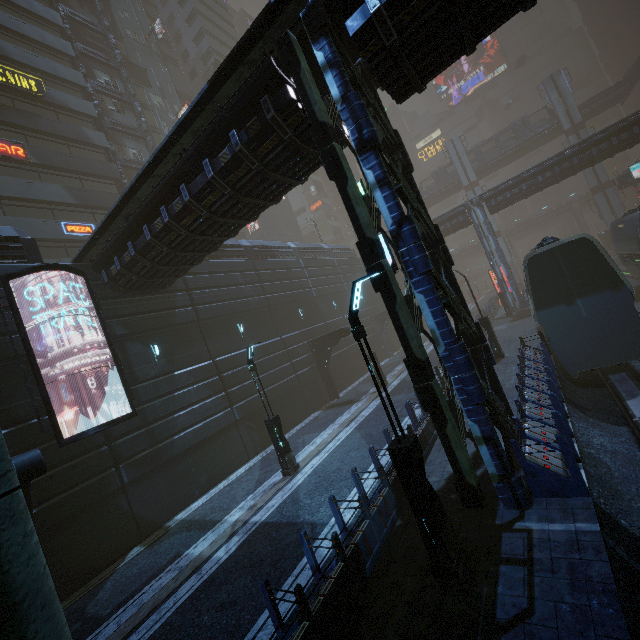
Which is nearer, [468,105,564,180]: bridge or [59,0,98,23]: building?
[59,0,98,23]: building

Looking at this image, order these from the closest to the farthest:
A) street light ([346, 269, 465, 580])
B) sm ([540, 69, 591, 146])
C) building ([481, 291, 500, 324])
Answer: street light ([346, 269, 465, 580])
building ([481, 291, 500, 324])
sm ([540, 69, 591, 146])

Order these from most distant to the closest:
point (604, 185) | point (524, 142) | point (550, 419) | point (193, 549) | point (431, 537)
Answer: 1. point (524, 142)
2. point (604, 185)
3. point (193, 549)
4. point (550, 419)
5. point (431, 537)

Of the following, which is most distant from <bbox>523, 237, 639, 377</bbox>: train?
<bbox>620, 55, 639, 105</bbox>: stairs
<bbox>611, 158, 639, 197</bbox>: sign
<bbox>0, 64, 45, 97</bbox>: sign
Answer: <bbox>620, 55, 639, 105</bbox>: stairs

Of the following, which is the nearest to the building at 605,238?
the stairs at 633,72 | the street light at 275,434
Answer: the street light at 275,434

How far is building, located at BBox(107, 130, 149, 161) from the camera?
32.4 meters

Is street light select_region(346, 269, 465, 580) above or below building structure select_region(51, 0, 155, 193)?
below

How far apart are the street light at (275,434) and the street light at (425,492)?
7.6m
